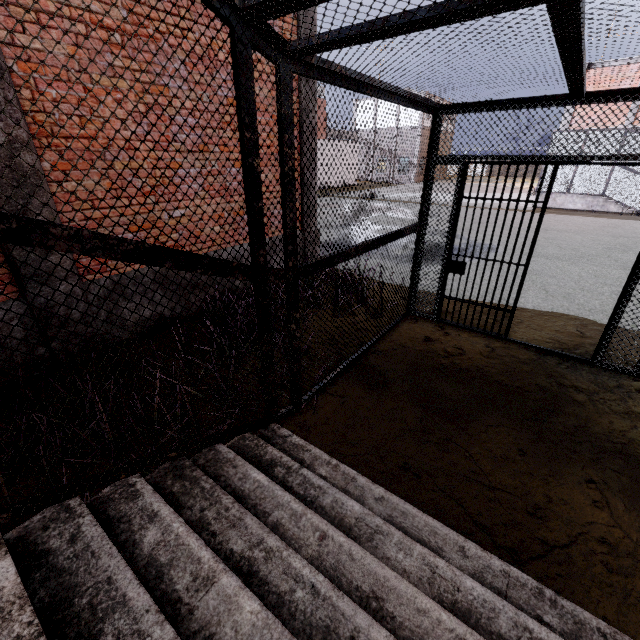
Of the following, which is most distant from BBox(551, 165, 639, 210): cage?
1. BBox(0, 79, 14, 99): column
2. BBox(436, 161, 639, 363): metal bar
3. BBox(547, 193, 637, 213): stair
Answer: BBox(0, 79, 14, 99): column

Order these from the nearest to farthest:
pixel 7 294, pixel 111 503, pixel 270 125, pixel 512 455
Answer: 1. pixel 111 503
2. pixel 512 455
3. pixel 7 294
4. pixel 270 125

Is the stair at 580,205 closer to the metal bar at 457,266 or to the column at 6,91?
the metal bar at 457,266

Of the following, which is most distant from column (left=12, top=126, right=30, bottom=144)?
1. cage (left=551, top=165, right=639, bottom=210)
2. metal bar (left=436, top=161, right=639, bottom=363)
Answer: cage (left=551, top=165, right=639, bottom=210)

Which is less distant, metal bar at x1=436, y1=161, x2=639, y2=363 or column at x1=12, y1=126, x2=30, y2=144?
column at x1=12, y1=126, x2=30, y2=144

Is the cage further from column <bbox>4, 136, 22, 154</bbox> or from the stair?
column <bbox>4, 136, 22, 154</bbox>

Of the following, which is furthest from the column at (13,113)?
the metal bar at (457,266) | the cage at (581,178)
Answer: the cage at (581,178)
